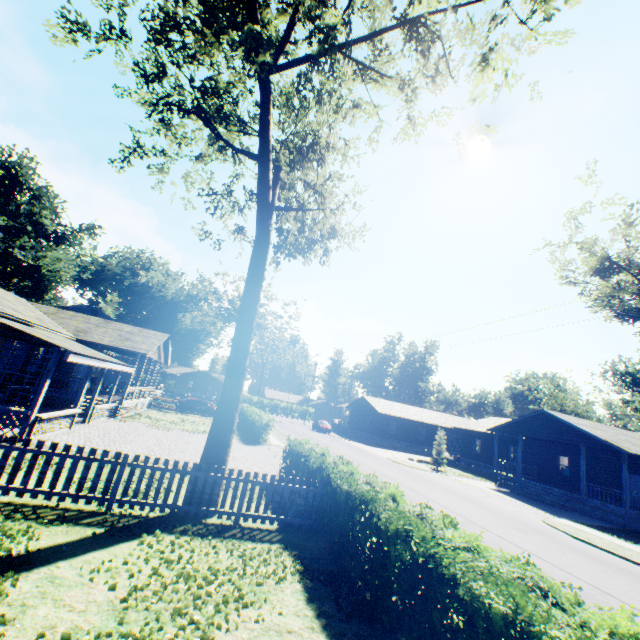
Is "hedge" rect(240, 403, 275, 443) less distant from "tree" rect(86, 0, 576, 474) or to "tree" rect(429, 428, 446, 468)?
"tree" rect(86, 0, 576, 474)

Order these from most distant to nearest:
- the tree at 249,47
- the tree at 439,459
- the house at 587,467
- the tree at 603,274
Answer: the tree at 439,459, the house at 587,467, the tree at 603,274, the tree at 249,47

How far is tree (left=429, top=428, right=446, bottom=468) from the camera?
30.48m

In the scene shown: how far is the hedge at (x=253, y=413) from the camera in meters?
23.4

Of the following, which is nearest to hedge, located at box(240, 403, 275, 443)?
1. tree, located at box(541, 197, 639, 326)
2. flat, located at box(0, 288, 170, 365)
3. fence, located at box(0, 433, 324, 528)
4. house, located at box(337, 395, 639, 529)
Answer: flat, located at box(0, 288, 170, 365)

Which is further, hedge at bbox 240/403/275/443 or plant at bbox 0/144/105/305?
plant at bbox 0/144/105/305

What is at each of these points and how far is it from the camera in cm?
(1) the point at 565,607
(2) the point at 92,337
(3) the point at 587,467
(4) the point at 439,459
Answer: (1) hedge, 353
(2) flat, 2156
(3) house, 2644
(4) tree, 3067

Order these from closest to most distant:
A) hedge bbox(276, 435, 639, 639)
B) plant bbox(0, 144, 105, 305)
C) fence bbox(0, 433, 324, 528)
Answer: hedge bbox(276, 435, 639, 639) → fence bbox(0, 433, 324, 528) → plant bbox(0, 144, 105, 305)
